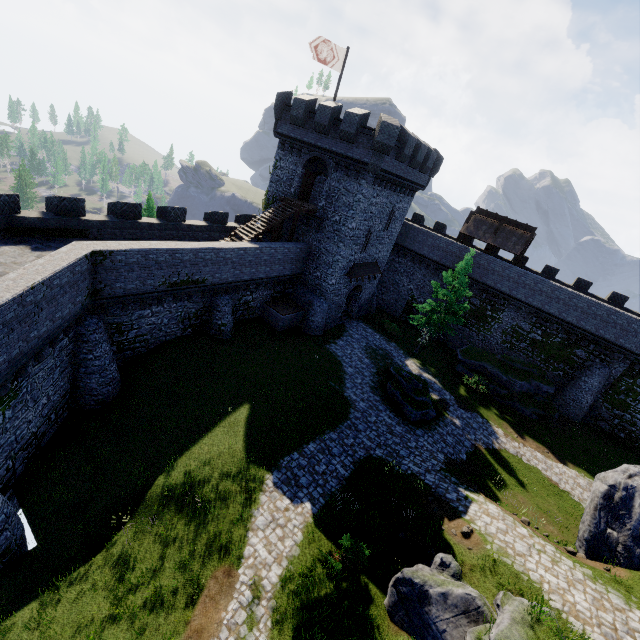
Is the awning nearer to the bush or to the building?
the building

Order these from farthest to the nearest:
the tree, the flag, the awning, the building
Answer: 1. the awning
2. the tree
3. the building
4. the flag

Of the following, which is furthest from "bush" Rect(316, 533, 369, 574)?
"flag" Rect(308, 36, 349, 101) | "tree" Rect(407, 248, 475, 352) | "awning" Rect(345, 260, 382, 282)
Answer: "flag" Rect(308, 36, 349, 101)

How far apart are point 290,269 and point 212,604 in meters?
21.5

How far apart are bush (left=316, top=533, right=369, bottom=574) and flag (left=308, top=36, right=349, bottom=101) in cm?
2786

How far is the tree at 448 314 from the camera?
26.77m

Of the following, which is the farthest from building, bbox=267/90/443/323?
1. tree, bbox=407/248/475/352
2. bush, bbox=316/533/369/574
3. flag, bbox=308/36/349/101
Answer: bush, bbox=316/533/369/574

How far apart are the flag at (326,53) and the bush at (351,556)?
27.9 meters
